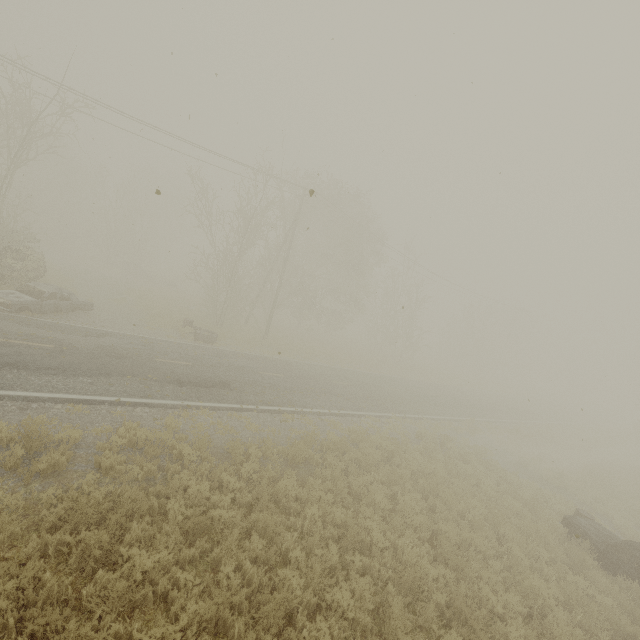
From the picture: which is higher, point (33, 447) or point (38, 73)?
point (38, 73)

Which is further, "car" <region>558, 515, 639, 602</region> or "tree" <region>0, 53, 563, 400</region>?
"tree" <region>0, 53, 563, 400</region>

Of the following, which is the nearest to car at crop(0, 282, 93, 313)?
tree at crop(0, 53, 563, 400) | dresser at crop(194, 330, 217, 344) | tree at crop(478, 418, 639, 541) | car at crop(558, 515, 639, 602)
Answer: dresser at crop(194, 330, 217, 344)

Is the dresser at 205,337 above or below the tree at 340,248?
below

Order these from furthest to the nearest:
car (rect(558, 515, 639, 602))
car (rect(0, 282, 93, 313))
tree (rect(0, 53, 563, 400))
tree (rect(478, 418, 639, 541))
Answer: tree (rect(0, 53, 563, 400)) < tree (rect(478, 418, 639, 541)) < car (rect(0, 282, 93, 313)) < car (rect(558, 515, 639, 602))

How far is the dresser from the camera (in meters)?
19.43

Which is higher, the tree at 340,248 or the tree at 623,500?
the tree at 340,248

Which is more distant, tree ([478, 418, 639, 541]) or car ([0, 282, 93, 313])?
tree ([478, 418, 639, 541])
